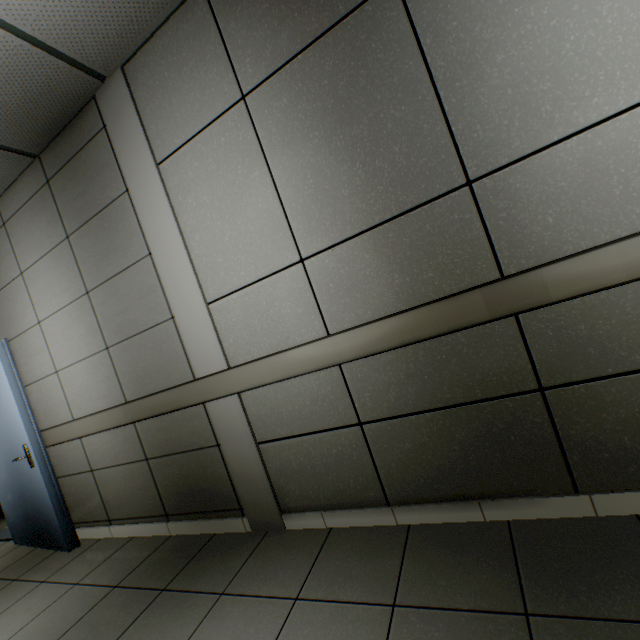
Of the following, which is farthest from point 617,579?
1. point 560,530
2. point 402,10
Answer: point 402,10
